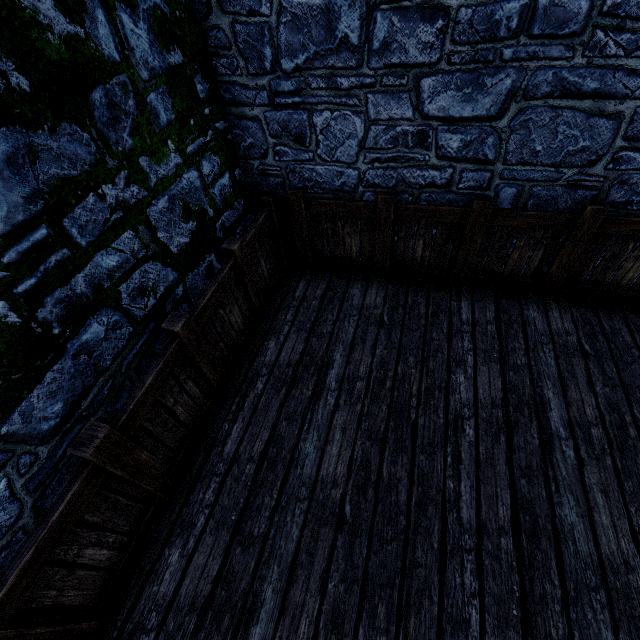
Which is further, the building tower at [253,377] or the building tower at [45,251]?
the building tower at [253,377]

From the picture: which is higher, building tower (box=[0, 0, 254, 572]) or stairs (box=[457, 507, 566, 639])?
building tower (box=[0, 0, 254, 572])

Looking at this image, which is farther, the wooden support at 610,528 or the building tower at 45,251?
the wooden support at 610,528

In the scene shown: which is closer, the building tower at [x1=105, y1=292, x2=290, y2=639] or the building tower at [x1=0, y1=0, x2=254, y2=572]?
the building tower at [x1=0, y1=0, x2=254, y2=572]

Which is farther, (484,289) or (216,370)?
(484,289)

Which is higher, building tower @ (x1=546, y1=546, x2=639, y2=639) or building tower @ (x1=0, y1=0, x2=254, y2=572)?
building tower @ (x1=0, y1=0, x2=254, y2=572)

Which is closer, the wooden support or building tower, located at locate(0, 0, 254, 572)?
building tower, located at locate(0, 0, 254, 572)
